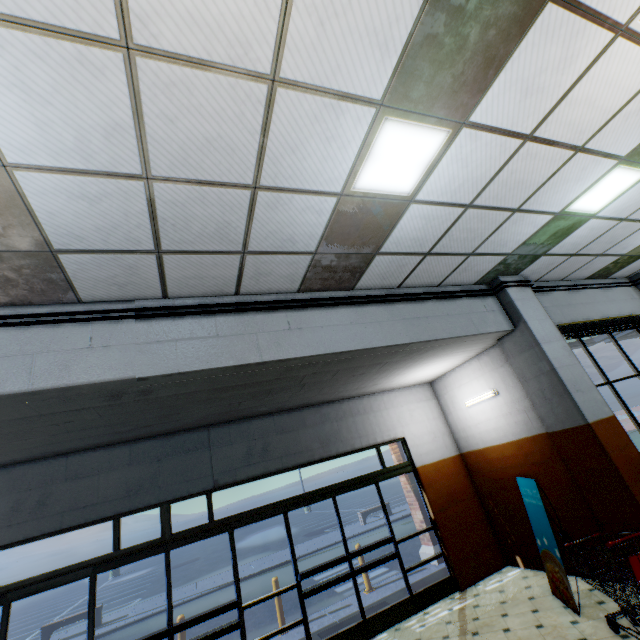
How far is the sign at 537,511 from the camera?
4.6 meters

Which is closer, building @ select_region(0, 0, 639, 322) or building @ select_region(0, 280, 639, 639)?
building @ select_region(0, 0, 639, 322)

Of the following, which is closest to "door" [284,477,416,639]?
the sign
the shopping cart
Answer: the sign

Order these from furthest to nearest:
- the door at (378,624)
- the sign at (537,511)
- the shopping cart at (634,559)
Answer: the door at (378,624), the sign at (537,511), the shopping cart at (634,559)

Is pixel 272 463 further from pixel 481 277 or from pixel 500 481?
pixel 481 277

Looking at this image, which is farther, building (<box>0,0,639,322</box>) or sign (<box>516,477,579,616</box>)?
A: sign (<box>516,477,579,616</box>)

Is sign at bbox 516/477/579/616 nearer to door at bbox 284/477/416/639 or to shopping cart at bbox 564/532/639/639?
shopping cart at bbox 564/532/639/639

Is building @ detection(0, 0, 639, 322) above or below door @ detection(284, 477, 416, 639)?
above
